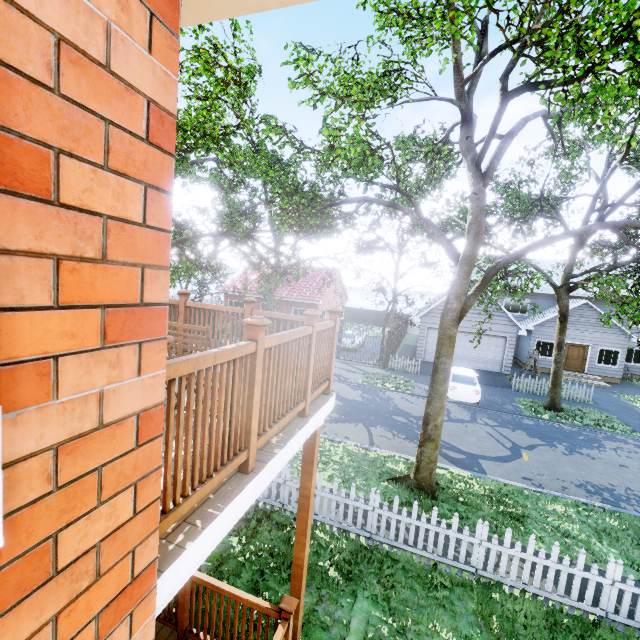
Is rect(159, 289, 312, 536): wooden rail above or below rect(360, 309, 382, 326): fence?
above

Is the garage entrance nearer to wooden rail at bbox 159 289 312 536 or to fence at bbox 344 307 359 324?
fence at bbox 344 307 359 324

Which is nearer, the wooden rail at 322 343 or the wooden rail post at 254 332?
the wooden rail post at 254 332

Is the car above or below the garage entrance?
above

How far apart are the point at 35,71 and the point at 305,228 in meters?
10.0 m

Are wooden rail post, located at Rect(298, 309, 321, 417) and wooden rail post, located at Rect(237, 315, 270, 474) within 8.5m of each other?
yes

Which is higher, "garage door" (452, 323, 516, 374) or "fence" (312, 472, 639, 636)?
"garage door" (452, 323, 516, 374)

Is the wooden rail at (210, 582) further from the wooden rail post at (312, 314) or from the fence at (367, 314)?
the fence at (367, 314)
